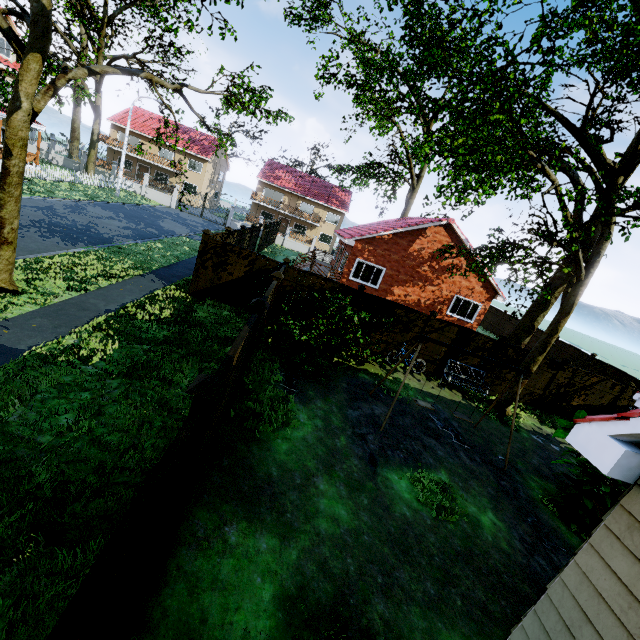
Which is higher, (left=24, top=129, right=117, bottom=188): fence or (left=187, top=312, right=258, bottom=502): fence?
(left=187, top=312, right=258, bottom=502): fence

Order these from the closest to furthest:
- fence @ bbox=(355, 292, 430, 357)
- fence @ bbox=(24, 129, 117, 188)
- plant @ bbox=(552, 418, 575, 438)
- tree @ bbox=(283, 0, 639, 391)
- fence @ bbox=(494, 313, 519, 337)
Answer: tree @ bbox=(283, 0, 639, 391) < plant @ bbox=(552, 418, 575, 438) < fence @ bbox=(355, 292, 430, 357) < fence @ bbox=(24, 129, 117, 188) < fence @ bbox=(494, 313, 519, 337)

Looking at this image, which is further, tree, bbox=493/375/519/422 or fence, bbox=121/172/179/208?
fence, bbox=121/172/179/208

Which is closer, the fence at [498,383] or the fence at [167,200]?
the fence at [498,383]

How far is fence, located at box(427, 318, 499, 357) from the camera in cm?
1268

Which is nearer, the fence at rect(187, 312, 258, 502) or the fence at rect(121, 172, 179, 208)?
the fence at rect(187, 312, 258, 502)

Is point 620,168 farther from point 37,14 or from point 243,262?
point 37,14

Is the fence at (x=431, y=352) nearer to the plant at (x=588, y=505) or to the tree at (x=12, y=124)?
the tree at (x=12, y=124)
